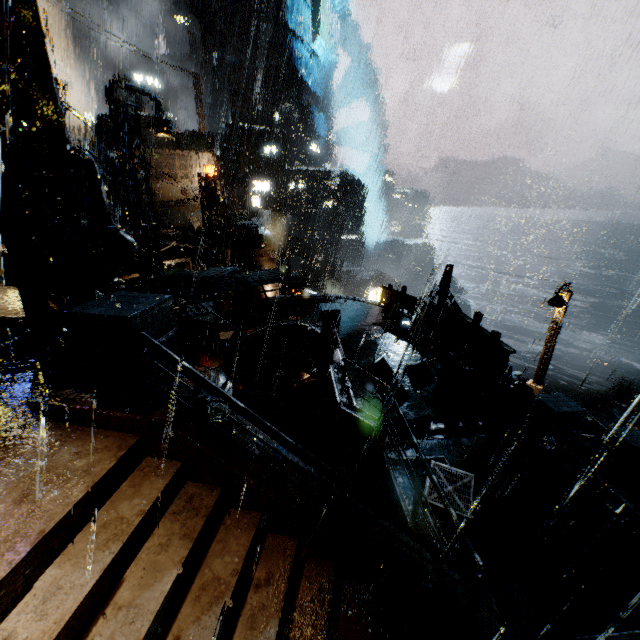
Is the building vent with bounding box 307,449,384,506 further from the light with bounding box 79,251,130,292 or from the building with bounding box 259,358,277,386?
the light with bounding box 79,251,130,292

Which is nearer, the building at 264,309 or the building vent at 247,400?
the building vent at 247,400

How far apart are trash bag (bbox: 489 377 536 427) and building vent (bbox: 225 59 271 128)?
57.4 meters

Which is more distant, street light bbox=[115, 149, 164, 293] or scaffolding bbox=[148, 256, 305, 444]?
street light bbox=[115, 149, 164, 293]

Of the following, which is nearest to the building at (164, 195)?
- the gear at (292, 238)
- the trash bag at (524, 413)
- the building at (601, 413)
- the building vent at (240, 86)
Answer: the trash bag at (524, 413)

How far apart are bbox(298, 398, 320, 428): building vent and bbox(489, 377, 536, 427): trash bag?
14.8 meters

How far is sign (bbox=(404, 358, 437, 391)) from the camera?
10.5 meters

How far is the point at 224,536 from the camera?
4.1m
